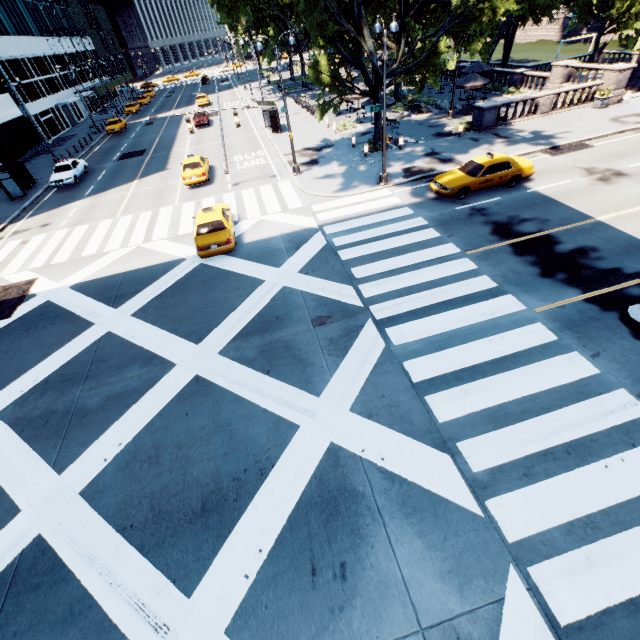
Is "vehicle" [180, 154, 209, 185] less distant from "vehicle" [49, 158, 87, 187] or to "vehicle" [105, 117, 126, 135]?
"vehicle" [49, 158, 87, 187]

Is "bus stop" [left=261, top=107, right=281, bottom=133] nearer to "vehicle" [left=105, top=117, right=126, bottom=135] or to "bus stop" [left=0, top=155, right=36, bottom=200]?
"bus stop" [left=0, top=155, right=36, bottom=200]

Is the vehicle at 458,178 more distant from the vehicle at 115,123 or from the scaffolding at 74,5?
the scaffolding at 74,5

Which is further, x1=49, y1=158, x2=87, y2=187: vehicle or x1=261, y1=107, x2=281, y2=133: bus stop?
x1=261, y1=107, x2=281, y2=133: bus stop

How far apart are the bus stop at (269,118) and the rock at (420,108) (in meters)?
12.71

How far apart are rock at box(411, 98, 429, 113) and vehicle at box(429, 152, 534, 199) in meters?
16.2

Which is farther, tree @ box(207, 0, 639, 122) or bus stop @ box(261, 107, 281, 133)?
bus stop @ box(261, 107, 281, 133)

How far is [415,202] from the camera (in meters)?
17.34
